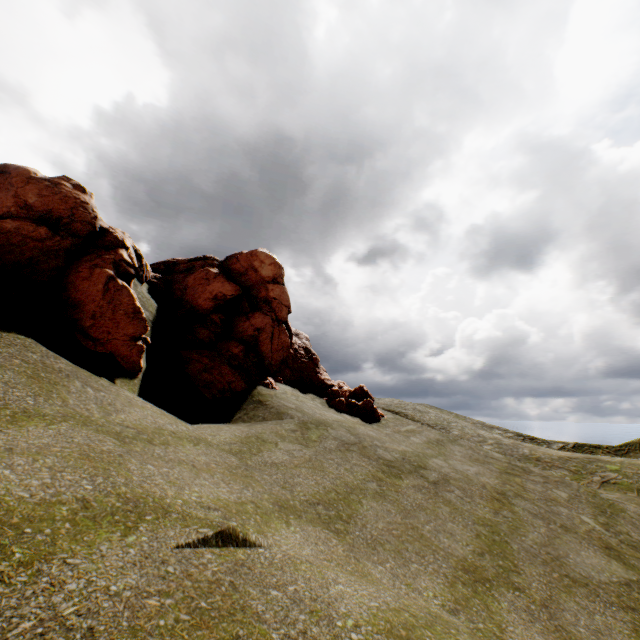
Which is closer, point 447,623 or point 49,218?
point 447,623
